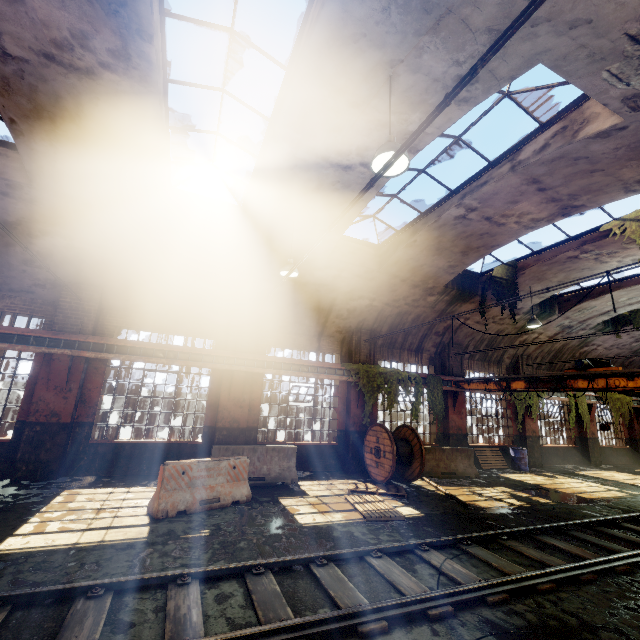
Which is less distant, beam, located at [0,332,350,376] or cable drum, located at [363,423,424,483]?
beam, located at [0,332,350,376]

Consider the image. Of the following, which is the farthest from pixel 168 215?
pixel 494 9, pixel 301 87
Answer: pixel 494 9

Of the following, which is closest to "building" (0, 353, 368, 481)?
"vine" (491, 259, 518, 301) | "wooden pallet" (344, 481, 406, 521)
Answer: "vine" (491, 259, 518, 301)

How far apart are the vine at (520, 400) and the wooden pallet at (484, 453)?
1.29m

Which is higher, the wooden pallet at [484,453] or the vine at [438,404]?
the vine at [438,404]

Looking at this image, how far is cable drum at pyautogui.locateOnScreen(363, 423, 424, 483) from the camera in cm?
1051

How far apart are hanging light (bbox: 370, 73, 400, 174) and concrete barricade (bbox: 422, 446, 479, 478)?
10.6m

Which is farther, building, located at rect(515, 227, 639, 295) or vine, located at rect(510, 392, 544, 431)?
vine, located at rect(510, 392, 544, 431)
